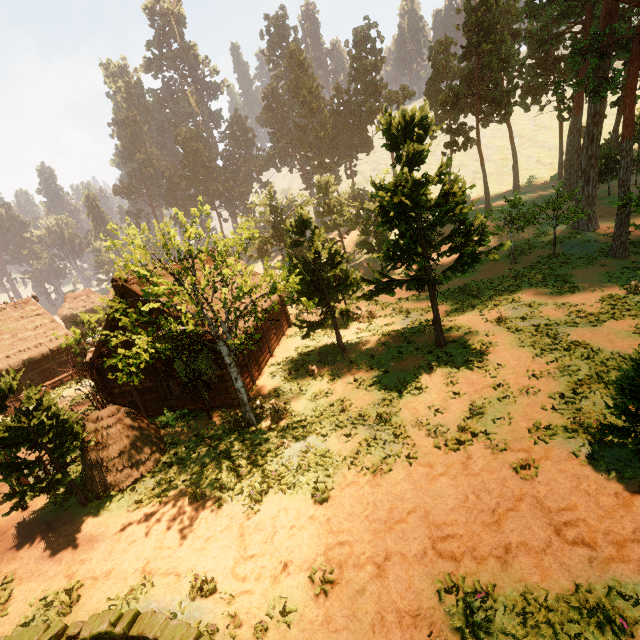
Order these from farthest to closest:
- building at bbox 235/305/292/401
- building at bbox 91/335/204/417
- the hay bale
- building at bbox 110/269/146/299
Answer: building at bbox 235/305/292/401, building at bbox 91/335/204/417, building at bbox 110/269/146/299, the hay bale

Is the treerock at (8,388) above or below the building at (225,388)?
above

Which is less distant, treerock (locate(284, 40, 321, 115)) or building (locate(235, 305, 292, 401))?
building (locate(235, 305, 292, 401))

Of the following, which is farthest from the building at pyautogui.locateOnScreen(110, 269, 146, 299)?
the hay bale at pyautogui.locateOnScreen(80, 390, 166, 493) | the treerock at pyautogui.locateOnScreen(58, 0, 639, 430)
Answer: the hay bale at pyautogui.locateOnScreen(80, 390, 166, 493)

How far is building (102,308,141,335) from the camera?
16.5m

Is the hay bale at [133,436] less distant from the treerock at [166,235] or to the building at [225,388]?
the treerock at [166,235]

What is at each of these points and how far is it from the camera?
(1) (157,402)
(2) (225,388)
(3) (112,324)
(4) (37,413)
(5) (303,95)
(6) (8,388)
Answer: (1) building, 18.2m
(2) building, 17.4m
(3) building, 16.6m
(4) treerock, 11.3m
(5) treerock, 58.5m
(6) treerock, 11.2m
